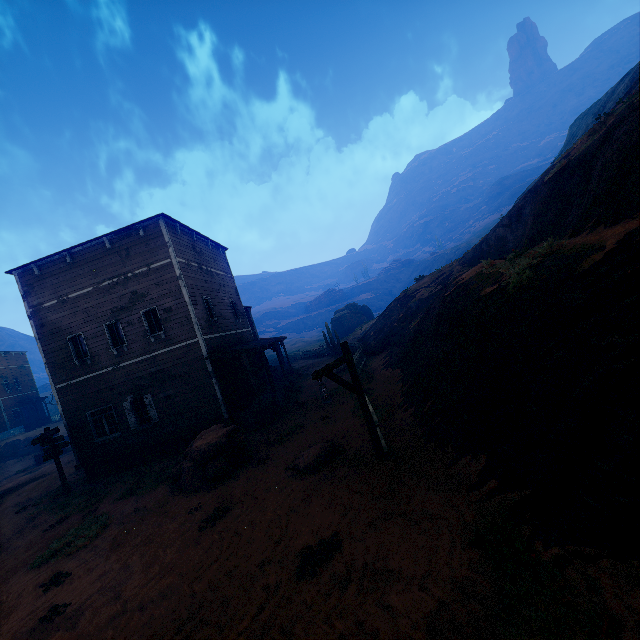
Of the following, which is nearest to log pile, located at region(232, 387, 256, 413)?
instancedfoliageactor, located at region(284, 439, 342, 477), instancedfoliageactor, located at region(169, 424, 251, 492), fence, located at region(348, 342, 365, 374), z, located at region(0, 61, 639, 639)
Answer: z, located at region(0, 61, 639, 639)

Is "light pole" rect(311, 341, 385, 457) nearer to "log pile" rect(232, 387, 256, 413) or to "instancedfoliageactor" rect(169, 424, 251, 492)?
"instancedfoliageactor" rect(169, 424, 251, 492)

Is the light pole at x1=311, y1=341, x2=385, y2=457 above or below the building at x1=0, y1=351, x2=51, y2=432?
below

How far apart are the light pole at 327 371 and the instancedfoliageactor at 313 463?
1.5 meters

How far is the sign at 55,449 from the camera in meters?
14.4 m

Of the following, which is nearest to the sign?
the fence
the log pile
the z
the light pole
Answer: the z

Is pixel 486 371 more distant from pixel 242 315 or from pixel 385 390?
pixel 242 315

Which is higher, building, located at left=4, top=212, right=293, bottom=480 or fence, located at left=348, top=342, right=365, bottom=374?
building, located at left=4, top=212, right=293, bottom=480
